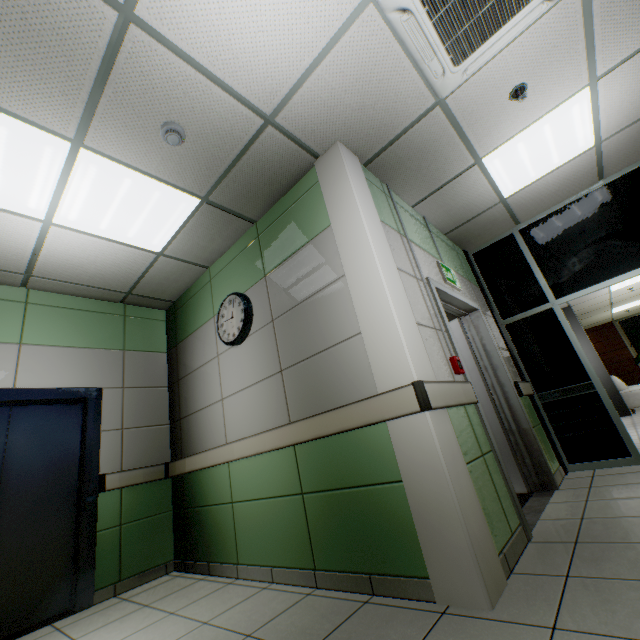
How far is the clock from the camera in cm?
326

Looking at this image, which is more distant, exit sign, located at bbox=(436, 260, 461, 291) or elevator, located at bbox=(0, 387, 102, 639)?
exit sign, located at bbox=(436, 260, 461, 291)

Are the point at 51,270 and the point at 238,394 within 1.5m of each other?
no

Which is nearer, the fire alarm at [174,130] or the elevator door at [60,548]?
the fire alarm at [174,130]

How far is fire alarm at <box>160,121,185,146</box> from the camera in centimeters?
233cm

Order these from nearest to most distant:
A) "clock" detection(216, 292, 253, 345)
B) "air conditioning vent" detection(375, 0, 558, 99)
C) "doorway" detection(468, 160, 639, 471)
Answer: "air conditioning vent" detection(375, 0, 558, 99), "clock" detection(216, 292, 253, 345), "doorway" detection(468, 160, 639, 471)

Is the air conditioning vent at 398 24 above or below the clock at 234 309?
above

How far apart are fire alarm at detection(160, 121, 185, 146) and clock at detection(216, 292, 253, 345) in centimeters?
151cm
